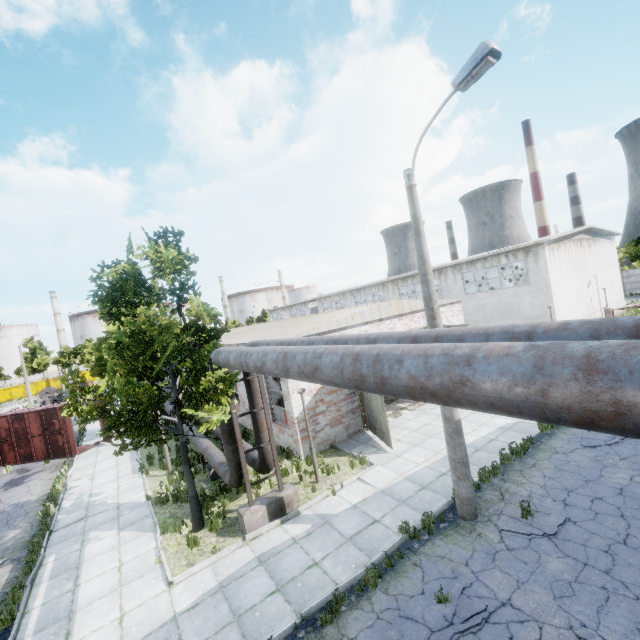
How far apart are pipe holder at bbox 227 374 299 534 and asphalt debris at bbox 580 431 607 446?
9.3m

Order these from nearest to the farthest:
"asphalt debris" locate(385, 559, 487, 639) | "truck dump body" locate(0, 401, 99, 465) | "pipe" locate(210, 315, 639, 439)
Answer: "pipe" locate(210, 315, 639, 439) < "asphalt debris" locate(385, 559, 487, 639) < "truck dump body" locate(0, 401, 99, 465)

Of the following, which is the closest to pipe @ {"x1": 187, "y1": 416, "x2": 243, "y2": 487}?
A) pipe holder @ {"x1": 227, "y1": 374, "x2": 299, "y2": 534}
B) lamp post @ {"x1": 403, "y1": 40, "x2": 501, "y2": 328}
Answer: pipe holder @ {"x1": 227, "y1": 374, "x2": 299, "y2": 534}

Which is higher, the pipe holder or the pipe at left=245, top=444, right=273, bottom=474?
the pipe at left=245, top=444, right=273, bottom=474

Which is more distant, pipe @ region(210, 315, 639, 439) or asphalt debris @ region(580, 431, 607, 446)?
asphalt debris @ region(580, 431, 607, 446)

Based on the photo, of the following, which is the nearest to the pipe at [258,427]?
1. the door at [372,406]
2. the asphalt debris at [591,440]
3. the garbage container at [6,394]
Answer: the door at [372,406]

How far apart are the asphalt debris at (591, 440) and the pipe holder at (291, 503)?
9.3 meters

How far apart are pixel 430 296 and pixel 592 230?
31.98m
